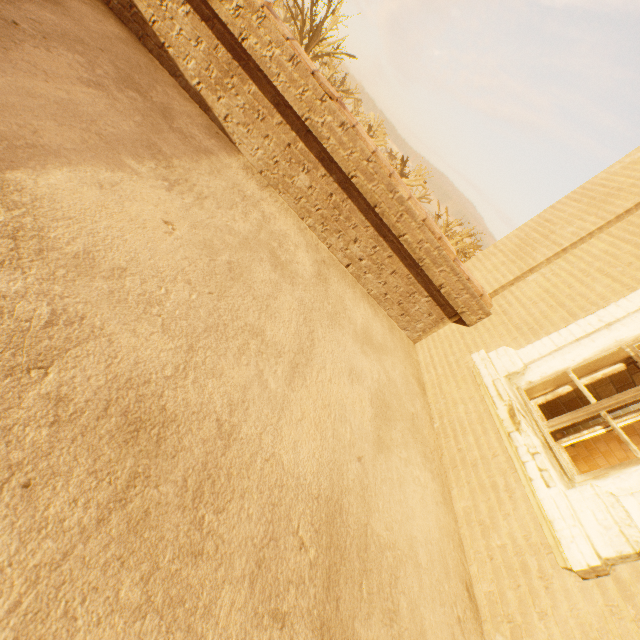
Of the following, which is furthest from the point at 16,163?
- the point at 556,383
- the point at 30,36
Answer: the point at 556,383
